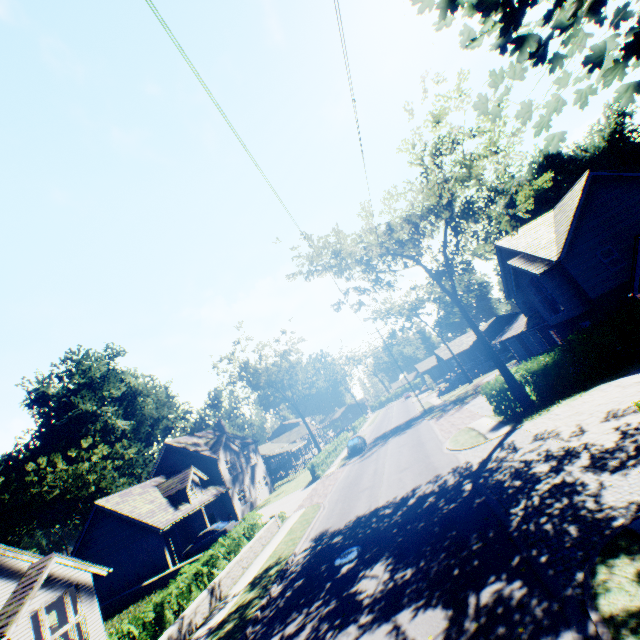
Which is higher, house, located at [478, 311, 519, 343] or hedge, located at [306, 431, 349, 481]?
house, located at [478, 311, 519, 343]

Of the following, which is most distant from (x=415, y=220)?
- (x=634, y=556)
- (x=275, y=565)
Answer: (x=275, y=565)

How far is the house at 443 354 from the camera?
52.4 meters

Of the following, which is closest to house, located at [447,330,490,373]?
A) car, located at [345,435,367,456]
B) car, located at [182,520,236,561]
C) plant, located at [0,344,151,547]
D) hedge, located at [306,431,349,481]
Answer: hedge, located at [306,431,349,481]

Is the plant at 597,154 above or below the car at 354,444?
above

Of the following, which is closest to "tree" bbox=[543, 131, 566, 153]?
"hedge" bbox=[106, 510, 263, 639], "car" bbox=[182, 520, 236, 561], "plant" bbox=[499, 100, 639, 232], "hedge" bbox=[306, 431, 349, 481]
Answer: "plant" bbox=[499, 100, 639, 232]

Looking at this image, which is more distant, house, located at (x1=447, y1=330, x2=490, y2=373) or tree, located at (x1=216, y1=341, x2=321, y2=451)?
house, located at (x1=447, y1=330, x2=490, y2=373)

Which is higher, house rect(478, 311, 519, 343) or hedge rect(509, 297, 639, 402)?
house rect(478, 311, 519, 343)
